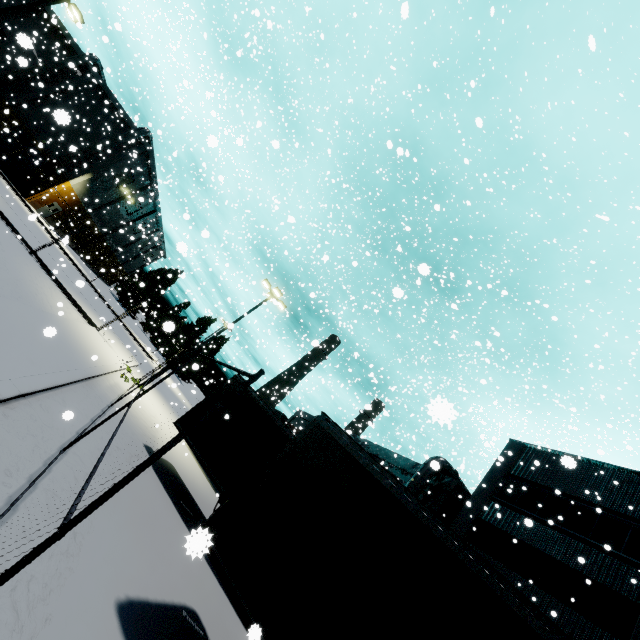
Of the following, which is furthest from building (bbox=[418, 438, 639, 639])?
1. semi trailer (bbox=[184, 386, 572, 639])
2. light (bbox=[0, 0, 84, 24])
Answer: light (bbox=[0, 0, 84, 24])

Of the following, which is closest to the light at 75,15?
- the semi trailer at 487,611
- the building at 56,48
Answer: the building at 56,48

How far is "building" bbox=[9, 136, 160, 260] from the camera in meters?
37.4 m

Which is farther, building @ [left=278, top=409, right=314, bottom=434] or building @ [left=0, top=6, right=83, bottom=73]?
building @ [left=278, top=409, right=314, bottom=434]

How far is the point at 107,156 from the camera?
40.9m

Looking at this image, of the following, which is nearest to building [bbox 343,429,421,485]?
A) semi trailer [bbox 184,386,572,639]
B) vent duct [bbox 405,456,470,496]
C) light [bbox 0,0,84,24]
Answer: vent duct [bbox 405,456,470,496]

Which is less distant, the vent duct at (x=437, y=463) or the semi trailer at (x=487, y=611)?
the semi trailer at (x=487, y=611)

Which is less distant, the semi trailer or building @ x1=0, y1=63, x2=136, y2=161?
the semi trailer
